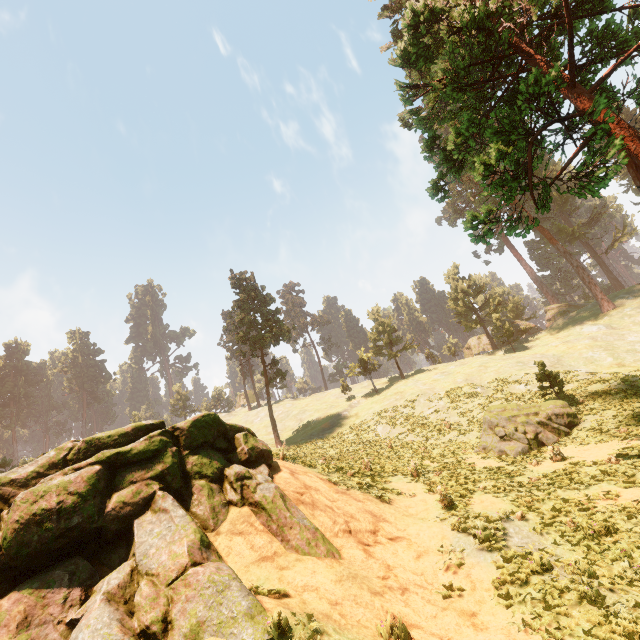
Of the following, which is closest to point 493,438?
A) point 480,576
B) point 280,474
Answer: point 480,576

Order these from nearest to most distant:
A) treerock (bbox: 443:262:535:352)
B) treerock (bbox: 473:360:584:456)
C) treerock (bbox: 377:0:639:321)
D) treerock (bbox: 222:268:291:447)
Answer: treerock (bbox: 377:0:639:321), treerock (bbox: 473:360:584:456), treerock (bbox: 222:268:291:447), treerock (bbox: 443:262:535:352)

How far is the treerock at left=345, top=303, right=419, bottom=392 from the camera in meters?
50.7 m

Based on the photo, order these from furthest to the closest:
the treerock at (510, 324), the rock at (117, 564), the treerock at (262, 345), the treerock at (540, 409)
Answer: the treerock at (510, 324)
the treerock at (262, 345)
the treerock at (540, 409)
the rock at (117, 564)

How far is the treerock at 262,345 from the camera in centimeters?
3981cm
